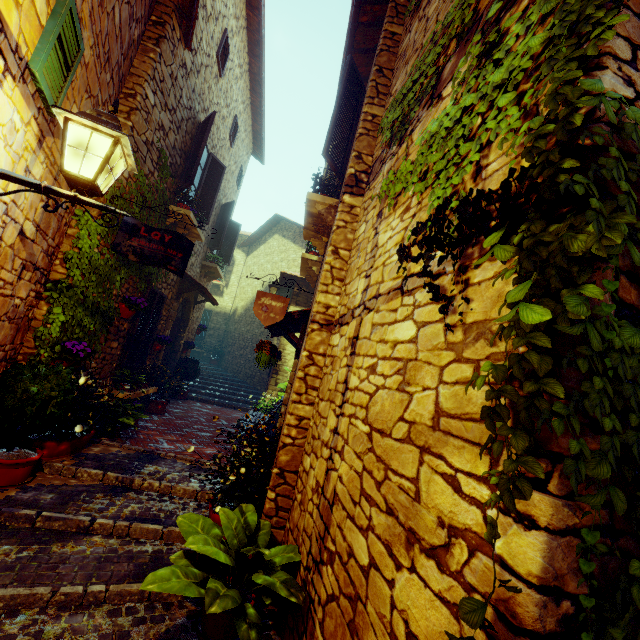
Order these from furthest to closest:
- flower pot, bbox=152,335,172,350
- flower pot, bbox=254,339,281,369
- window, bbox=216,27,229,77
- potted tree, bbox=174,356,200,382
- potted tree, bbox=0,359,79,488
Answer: potted tree, bbox=174,356,200,382
flower pot, bbox=152,335,172,350
window, bbox=216,27,229,77
flower pot, bbox=254,339,281,369
potted tree, bbox=0,359,79,488

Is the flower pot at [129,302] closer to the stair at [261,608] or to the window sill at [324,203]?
the stair at [261,608]

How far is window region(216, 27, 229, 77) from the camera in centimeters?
683cm

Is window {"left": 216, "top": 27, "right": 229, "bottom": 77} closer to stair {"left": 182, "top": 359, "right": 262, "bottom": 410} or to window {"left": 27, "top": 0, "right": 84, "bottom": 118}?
window {"left": 27, "top": 0, "right": 84, "bottom": 118}

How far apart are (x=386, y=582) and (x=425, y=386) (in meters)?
0.91

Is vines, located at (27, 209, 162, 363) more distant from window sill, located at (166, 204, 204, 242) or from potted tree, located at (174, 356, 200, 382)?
potted tree, located at (174, 356, 200, 382)

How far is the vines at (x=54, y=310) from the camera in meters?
4.0

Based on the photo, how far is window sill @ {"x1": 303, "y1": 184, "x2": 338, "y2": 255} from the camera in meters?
4.6 m
